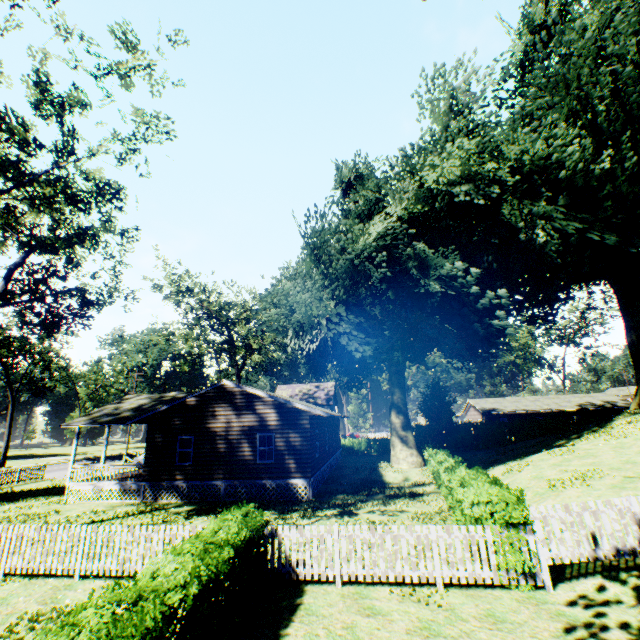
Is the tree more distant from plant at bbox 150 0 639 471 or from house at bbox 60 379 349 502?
plant at bbox 150 0 639 471

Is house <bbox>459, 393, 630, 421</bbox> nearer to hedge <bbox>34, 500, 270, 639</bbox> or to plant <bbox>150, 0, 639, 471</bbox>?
plant <bbox>150, 0, 639, 471</bbox>

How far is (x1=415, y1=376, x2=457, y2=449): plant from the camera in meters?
38.3

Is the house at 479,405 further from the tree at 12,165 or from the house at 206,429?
the tree at 12,165

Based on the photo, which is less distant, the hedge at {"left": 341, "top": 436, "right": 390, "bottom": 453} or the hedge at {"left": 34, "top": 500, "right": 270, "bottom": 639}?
the hedge at {"left": 34, "top": 500, "right": 270, "bottom": 639}

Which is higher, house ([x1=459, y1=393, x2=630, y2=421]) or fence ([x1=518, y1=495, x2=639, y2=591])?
house ([x1=459, y1=393, x2=630, y2=421])

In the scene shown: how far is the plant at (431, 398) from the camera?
38.3m

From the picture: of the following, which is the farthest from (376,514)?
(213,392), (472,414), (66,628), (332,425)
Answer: (472,414)
